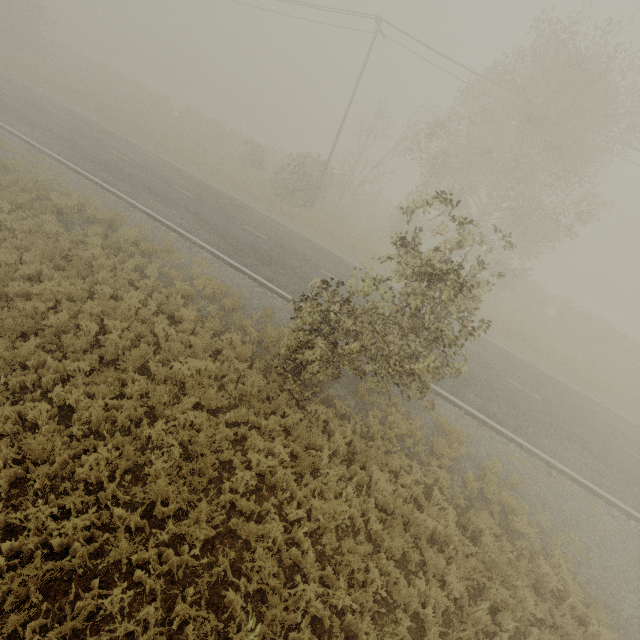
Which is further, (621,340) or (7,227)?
(621,340)
